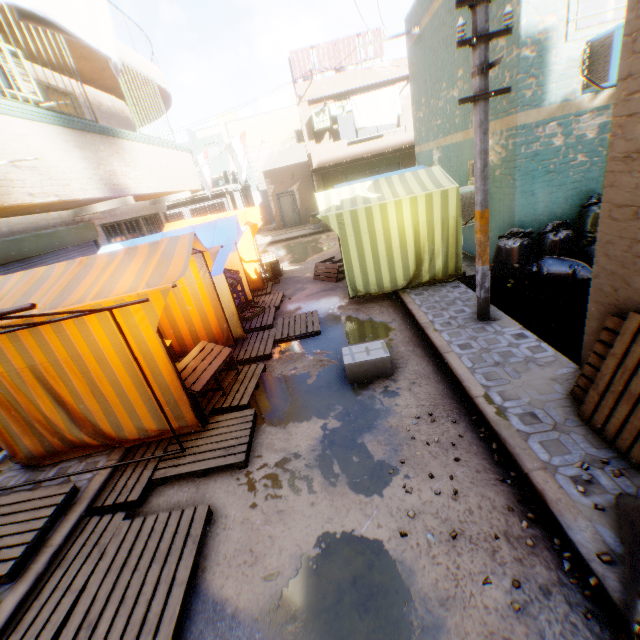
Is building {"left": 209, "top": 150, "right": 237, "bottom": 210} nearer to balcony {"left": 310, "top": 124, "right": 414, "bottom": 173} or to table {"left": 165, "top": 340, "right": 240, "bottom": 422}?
balcony {"left": 310, "top": 124, "right": 414, "bottom": 173}

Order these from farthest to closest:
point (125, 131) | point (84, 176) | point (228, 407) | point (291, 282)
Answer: point (291, 282) < point (125, 131) < point (84, 176) < point (228, 407)

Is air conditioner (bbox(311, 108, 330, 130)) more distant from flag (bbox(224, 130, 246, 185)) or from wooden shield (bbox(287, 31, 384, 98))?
flag (bbox(224, 130, 246, 185))

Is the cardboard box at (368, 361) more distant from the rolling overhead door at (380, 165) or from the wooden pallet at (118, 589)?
the rolling overhead door at (380, 165)

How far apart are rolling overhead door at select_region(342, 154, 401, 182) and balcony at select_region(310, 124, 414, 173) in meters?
0.0

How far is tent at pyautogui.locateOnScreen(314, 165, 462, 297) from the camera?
7.1 meters

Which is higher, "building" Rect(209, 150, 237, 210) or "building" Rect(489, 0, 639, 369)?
"building" Rect(209, 150, 237, 210)

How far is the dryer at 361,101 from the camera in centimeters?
1543cm
